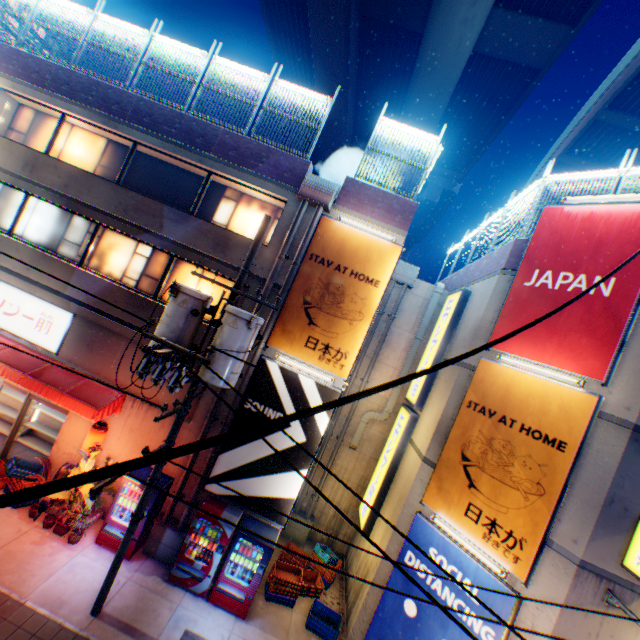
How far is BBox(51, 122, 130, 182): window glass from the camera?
11.6m

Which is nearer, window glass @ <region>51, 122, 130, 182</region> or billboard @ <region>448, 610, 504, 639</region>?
billboard @ <region>448, 610, 504, 639</region>

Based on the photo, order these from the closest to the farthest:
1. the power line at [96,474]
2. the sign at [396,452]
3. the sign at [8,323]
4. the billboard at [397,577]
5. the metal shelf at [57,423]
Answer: the power line at [96,474] < the billboard at [397,577] < the sign at [8,323] < the sign at [396,452] < the metal shelf at [57,423]

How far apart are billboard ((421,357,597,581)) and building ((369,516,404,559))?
0.12m

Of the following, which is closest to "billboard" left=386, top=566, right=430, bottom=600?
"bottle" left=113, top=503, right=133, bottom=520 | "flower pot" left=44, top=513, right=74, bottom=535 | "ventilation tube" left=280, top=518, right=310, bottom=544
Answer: "ventilation tube" left=280, top=518, right=310, bottom=544

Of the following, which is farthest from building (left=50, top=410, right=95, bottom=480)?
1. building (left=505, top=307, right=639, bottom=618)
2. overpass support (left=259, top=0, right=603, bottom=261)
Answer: building (left=505, top=307, right=639, bottom=618)

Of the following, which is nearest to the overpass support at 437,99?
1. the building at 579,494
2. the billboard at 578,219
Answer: the billboard at 578,219

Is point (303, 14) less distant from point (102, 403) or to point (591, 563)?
point (102, 403)
